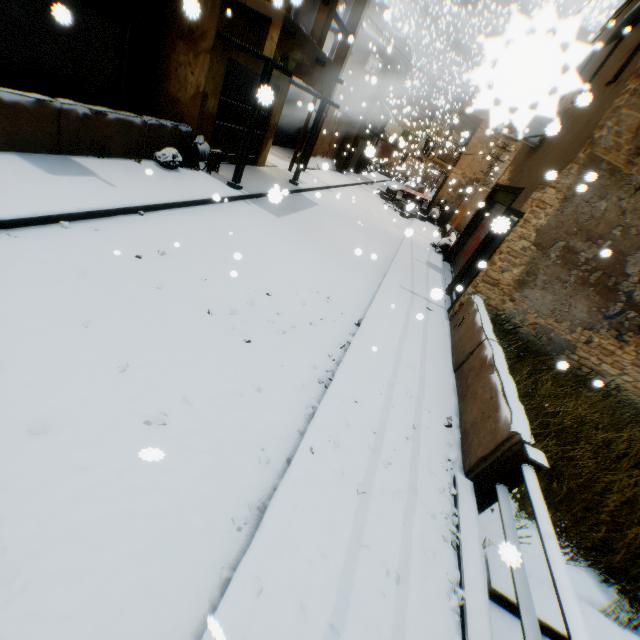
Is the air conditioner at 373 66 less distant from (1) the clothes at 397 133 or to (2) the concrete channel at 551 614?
(1) the clothes at 397 133

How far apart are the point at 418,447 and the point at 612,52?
10.5m

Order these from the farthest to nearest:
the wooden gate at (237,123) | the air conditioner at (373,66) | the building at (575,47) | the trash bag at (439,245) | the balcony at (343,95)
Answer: the air conditioner at (373,66) → the balcony at (343,95) → the trash bag at (439,245) → the wooden gate at (237,123) → the building at (575,47)

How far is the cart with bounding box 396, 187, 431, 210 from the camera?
21.1m

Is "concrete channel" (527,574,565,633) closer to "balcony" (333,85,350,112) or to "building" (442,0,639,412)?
"building" (442,0,639,412)

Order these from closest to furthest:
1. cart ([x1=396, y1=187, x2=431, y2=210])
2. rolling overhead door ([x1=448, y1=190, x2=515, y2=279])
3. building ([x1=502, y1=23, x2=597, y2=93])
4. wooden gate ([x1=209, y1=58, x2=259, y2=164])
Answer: building ([x1=502, y1=23, x2=597, y2=93])
wooden gate ([x1=209, y1=58, x2=259, y2=164])
rolling overhead door ([x1=448, y1=190, x2=515, y2=279])
cart ([x1=396, y1=187, x2=431, y2=210])

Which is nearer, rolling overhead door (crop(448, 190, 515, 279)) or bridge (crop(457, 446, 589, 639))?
bridge (crop(457, 446, 589, 639))

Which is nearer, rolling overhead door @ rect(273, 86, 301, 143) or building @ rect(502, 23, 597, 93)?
building @ rect(502, 23, 597, 93)
